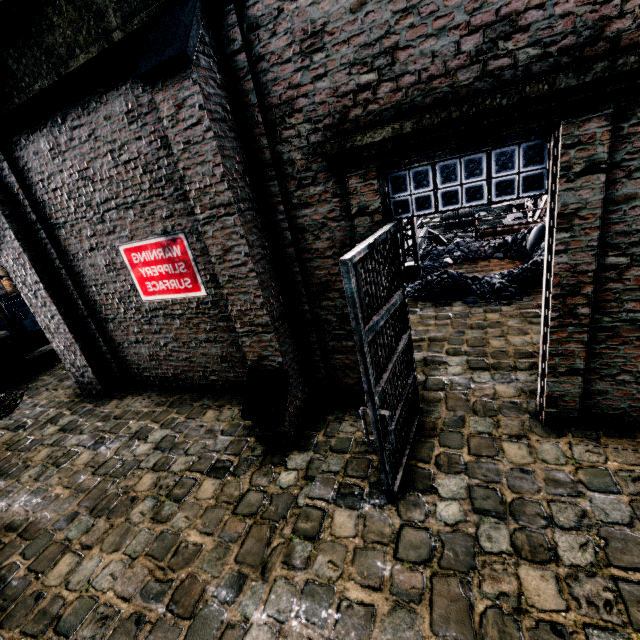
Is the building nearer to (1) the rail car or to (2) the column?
(2) the column

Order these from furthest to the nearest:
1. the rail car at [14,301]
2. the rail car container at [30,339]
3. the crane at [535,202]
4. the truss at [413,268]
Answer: the rail car at [14,301] < the crane at [535,202] < the rail car container at [30,339] < the truss at [413,268]

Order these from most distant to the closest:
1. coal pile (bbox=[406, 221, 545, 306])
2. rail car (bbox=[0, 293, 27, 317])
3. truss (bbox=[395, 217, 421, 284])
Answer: rail car (bbox=[0, 293, 27, 317]), truss (bbox=[395, 217, 421, 284]), coal pile (bbox=[406, 221, 545, 306])

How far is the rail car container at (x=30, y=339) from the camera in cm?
1250

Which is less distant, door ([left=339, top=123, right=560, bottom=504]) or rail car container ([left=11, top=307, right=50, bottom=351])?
door ([left=339, top=123, right=560, bottom=504])

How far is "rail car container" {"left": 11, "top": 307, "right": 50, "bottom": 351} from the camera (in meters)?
12.50

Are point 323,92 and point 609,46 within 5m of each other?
yes

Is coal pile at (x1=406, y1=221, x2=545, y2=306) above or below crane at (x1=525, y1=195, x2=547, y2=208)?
above
